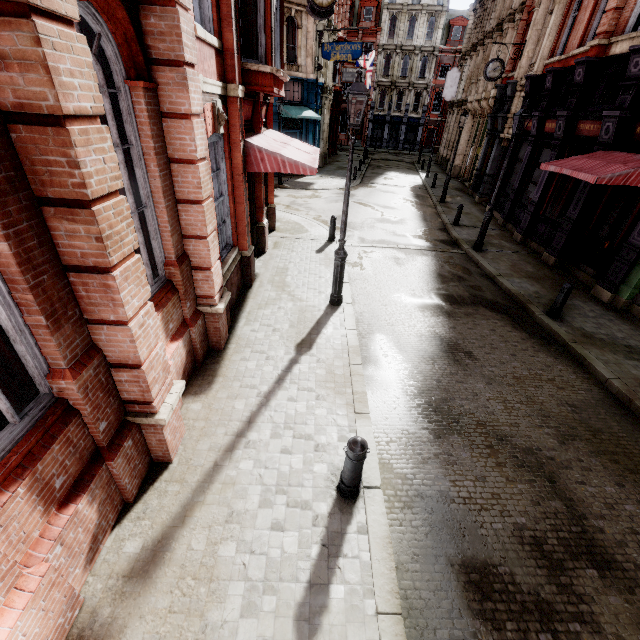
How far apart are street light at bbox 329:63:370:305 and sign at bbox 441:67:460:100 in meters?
30.8

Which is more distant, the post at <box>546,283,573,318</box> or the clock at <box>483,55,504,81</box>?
the clock at <box>483,55,504,81</box>

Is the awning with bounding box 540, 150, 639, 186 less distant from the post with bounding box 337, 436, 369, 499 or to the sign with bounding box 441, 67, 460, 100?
the post with bounding box 337, 436, 369, 499

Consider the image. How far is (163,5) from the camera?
3.7m

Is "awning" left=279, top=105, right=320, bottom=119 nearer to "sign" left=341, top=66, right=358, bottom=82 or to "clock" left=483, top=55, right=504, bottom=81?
"sign" left=341, top=66, right=358, bottom=82

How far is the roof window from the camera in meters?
41.7 m

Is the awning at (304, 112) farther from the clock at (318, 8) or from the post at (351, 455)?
the post at (351, 455)

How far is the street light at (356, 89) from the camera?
5.78m
